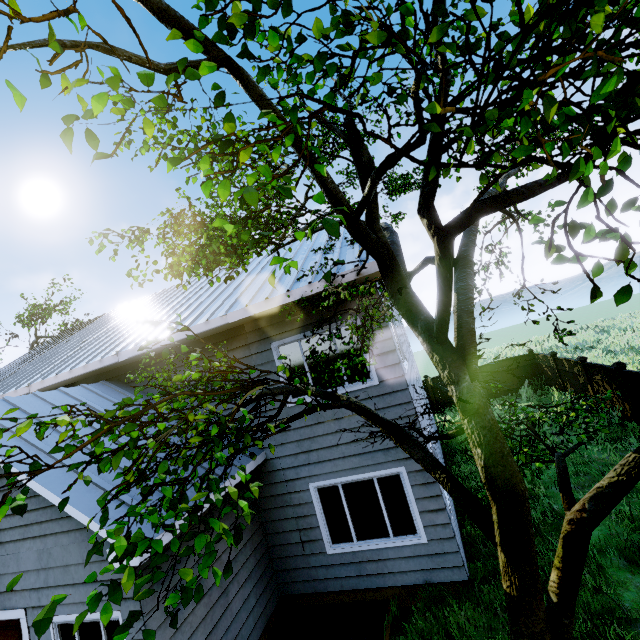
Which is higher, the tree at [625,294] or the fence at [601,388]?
the tree at [625,294]

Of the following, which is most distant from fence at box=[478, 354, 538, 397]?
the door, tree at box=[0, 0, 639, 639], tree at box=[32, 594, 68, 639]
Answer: the door

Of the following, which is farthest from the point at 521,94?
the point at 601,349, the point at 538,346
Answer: the point at 538,346

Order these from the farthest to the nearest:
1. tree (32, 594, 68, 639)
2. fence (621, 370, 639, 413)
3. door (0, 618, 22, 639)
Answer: fence (621, 370, 639, 413) → door (0, 618, 22, 639) → tree (32, 594, 68, 639)

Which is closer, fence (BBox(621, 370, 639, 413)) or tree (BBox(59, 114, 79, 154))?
tree (BBox(59, 114, 79, 154))

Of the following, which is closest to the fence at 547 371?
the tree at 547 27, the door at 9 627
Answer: the tree at 547 27

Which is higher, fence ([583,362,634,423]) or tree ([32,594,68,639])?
tree ([32,594,68,639])

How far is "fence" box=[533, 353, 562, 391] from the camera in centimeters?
1470cm
